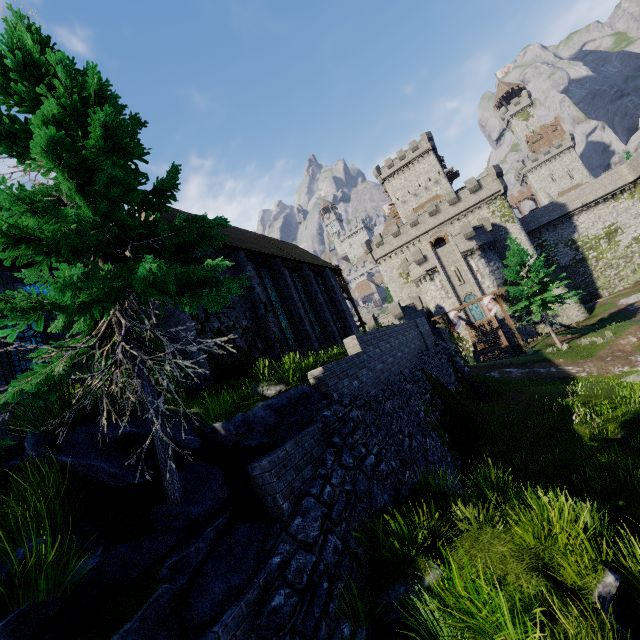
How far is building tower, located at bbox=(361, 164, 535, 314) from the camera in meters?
43.7 m

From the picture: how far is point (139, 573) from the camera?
4.05m

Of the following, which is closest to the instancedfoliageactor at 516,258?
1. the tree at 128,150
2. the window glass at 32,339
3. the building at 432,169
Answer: the tree at 128,150

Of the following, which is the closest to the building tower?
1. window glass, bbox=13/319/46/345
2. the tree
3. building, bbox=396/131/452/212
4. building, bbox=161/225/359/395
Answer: building, bbox=396/131/452/212

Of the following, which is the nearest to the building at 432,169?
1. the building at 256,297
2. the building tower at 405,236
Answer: the building tower at 405,236

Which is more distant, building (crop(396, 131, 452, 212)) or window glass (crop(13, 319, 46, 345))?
building (crop(396, 131, 452, 212))

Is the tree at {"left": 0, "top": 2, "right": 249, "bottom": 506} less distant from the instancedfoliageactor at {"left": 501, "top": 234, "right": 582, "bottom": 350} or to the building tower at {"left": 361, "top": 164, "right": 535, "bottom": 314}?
the instancedfoliageactor at {"left": 501, "top": 234, "right": 582, "bottom": 350}

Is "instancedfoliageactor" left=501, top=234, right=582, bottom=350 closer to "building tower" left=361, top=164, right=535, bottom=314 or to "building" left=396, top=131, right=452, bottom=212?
"building tower" left=361, top=164, right=535, bottom=314
